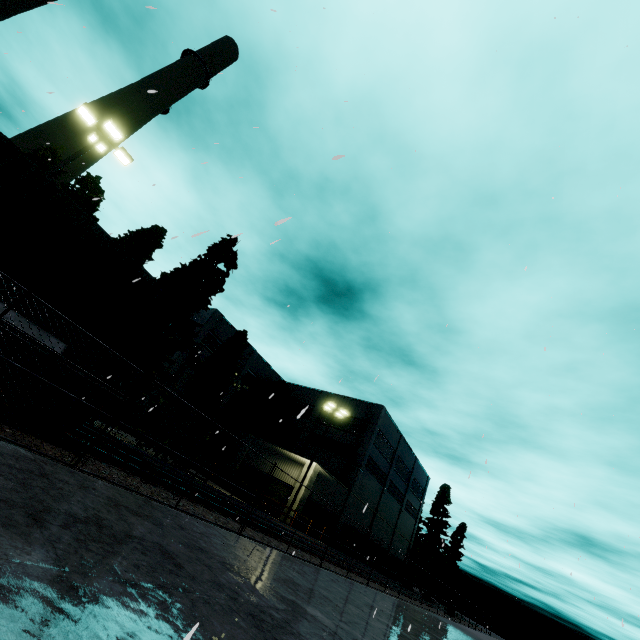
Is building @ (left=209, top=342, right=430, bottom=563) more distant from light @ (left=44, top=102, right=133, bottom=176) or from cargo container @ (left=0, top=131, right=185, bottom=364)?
light @ (left=44, top=102, right=133, bottom=176)

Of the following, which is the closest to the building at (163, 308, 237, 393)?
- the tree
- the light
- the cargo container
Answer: the tree

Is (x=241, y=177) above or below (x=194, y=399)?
above

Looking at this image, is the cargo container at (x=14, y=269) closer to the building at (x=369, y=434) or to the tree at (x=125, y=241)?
the tree at (x=125, y=241)

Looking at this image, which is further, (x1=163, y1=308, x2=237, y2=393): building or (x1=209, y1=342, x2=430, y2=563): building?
(x1=163, y1=308, x2=237, y2=393): building

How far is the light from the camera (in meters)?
12.65

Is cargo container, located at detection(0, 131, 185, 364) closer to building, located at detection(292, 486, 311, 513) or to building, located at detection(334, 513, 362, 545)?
building, located at detection(292, 486, 311, 513)

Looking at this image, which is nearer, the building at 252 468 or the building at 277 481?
the building at 277 481
